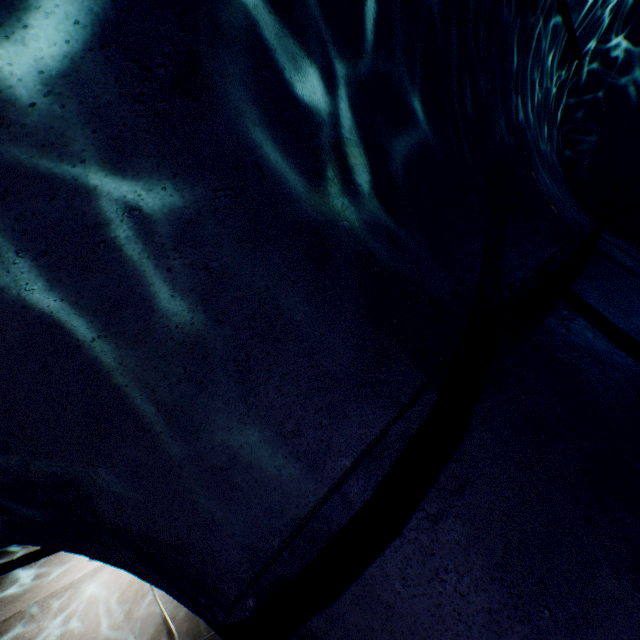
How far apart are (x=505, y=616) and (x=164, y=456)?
1.12m
